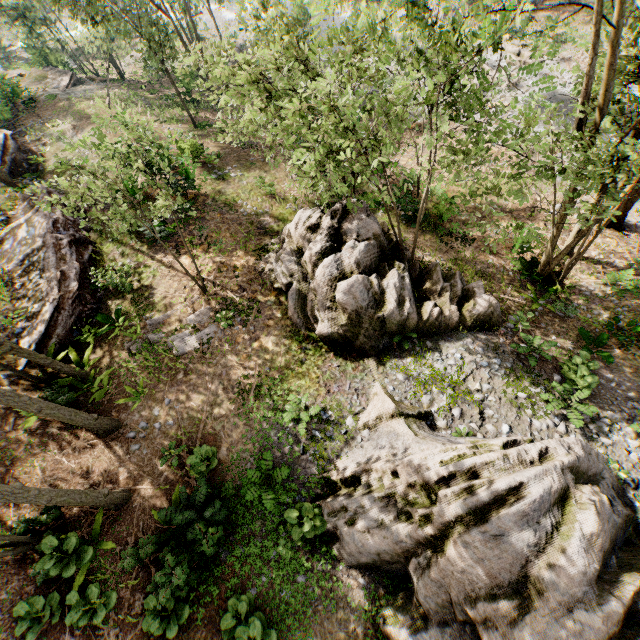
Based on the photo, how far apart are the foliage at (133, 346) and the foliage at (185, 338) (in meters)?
0.14

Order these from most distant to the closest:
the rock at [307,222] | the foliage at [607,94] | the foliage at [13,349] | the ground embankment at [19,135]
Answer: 1. the ground embankment at [19,135]
2. the rock at [307,222]
3. the foliage at [13,349]
4. the foliage at [607,94]

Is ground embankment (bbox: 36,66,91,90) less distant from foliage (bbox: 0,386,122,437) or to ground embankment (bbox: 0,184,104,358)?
foliage (bbox: 0,386,122,437)

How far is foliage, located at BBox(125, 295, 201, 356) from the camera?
12.7 meters

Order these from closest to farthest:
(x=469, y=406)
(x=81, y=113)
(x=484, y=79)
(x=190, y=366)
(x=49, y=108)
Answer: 1. (x=484, y=79)
2. (x=469, y=406)
3. (x=190, y=366)
4. (x=81, y=113)
5. (x=49, y=108)

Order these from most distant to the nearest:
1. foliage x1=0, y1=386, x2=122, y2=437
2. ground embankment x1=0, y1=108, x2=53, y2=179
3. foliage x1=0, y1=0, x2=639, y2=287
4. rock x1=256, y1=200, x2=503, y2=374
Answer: ground embankment x1=0, y1=108, x2=53, y2=179 → rock x1=256, y1=200, x2=503, y2=374 → foliage x1=0, y1=386, x2=122, y2=437 → foliage x1=0, y1=0, x2=639, y2=287

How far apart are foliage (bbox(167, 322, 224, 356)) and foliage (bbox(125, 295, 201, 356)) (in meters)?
0.14

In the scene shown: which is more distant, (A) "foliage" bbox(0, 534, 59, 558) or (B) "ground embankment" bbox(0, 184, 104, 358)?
(B) "ground embankment" bbox(0, 184, 104, 358)
